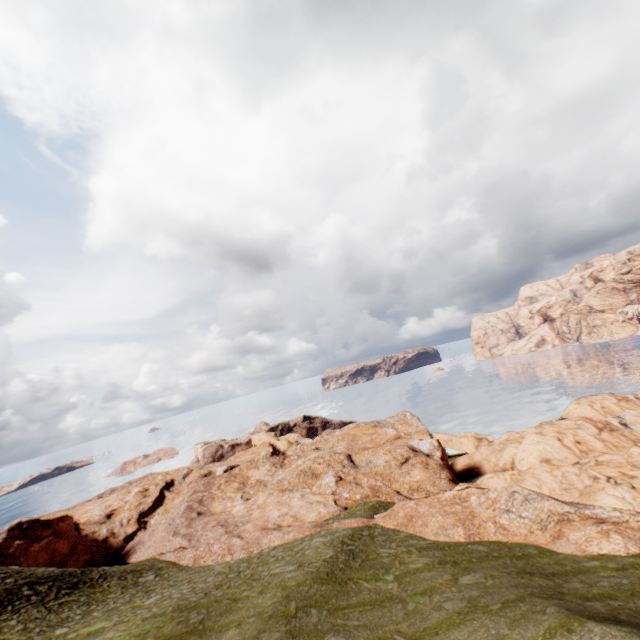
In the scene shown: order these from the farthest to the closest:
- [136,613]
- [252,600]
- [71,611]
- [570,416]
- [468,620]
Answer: [570,416] < [71,611] < [136,613] < [252,600] < [468,620]
